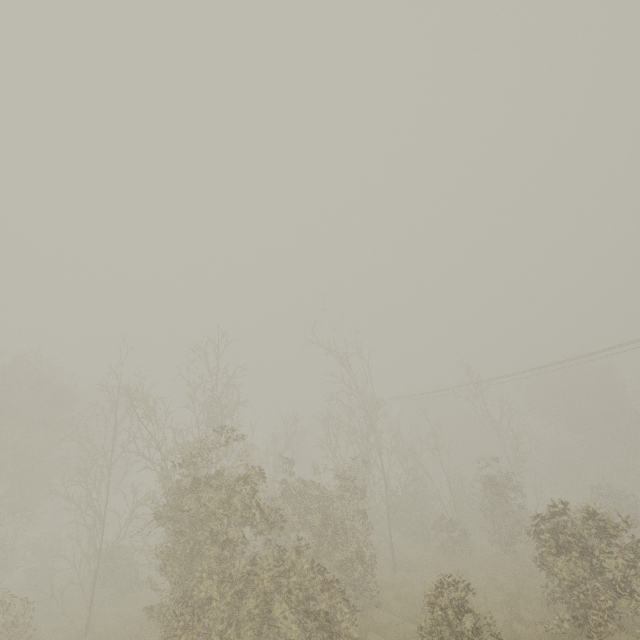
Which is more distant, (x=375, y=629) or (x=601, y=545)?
(x=375, y=629)
